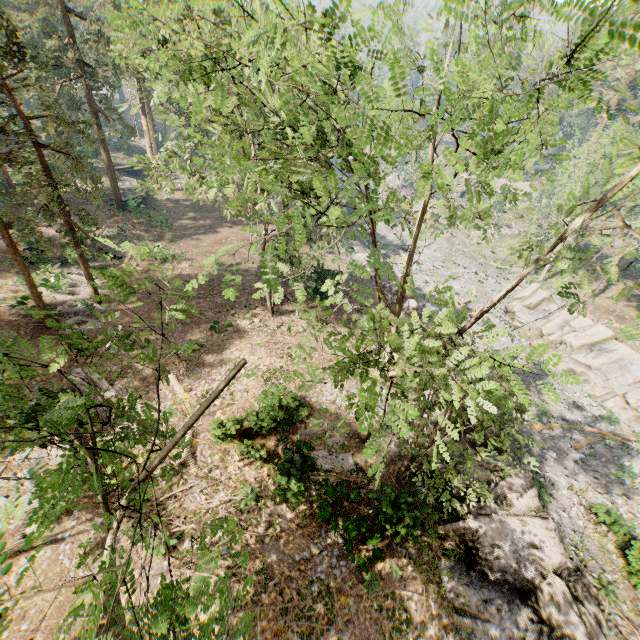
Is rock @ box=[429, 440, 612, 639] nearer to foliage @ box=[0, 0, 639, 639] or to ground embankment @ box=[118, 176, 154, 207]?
foliage @ box=[0, 0, 639, 639]

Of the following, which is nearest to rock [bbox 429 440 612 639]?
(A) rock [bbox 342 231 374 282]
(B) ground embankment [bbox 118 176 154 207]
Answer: (A) rock [bbox 342 231 374 282]

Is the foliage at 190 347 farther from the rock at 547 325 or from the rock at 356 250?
the rock at 356 250

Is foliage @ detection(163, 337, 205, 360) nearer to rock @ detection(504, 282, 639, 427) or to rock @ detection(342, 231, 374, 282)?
rock @ detection(504, 282, 639, 427)

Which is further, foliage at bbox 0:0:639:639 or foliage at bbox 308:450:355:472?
foliage at bbox 308:450:355:472

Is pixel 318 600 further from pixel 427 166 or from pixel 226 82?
pixel 226 82

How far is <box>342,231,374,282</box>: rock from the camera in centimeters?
3474cm

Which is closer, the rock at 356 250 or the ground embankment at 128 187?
the rock at 356 250
